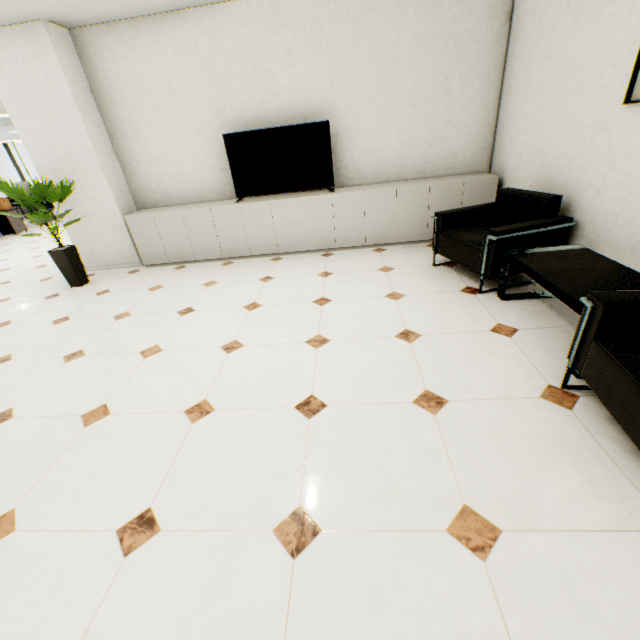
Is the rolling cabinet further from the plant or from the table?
the table

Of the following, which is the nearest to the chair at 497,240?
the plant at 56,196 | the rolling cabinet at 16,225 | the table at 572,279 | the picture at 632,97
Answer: the table at 572,279

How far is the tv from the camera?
4.25m

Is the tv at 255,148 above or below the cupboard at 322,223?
above

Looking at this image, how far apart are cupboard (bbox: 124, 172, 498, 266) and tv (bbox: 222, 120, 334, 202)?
0.1 meters

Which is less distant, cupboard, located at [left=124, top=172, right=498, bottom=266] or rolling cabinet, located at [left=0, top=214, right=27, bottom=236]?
cupboard, located at [left=124, top=172, right=498, bottom=266]

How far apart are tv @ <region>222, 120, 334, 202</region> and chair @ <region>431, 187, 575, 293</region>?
1.58m

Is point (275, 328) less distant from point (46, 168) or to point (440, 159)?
point (440, 159)
